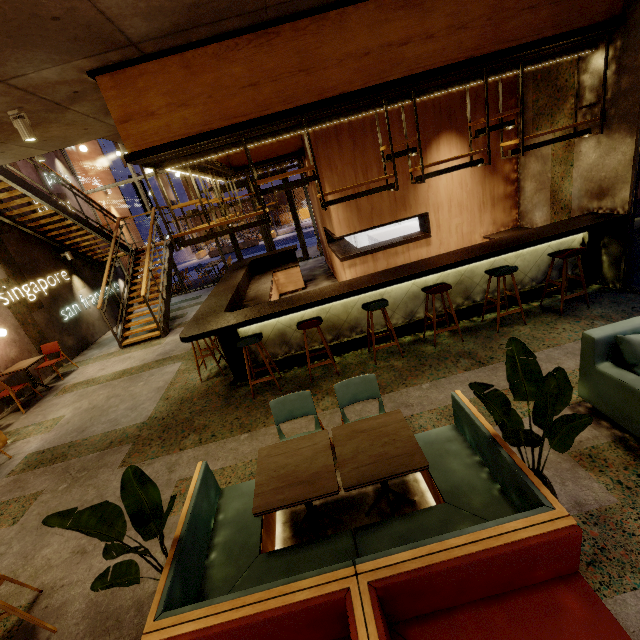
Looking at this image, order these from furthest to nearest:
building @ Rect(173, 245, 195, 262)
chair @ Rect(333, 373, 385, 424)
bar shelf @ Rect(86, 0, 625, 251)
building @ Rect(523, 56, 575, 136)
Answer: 1. building @ Rect(173, 245, 195, 262)
2. building @ Rect(523, 56, 575, 136)
3. bar shelf @ Rect(86, 0, 625, 251)
4. chair @ Rect(333, 373, 385, 424)

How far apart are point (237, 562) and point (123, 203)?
16.4m

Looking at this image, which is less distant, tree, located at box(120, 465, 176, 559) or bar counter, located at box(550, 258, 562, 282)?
tree, located at box(120, 465, 176, 559)

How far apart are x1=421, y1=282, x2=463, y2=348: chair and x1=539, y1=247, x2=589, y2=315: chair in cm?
157

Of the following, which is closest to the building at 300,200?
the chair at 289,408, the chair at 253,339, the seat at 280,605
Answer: the chair at 253,339

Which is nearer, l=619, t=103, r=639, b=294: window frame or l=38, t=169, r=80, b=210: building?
l=619, t=103, r=639, b=294: window frame

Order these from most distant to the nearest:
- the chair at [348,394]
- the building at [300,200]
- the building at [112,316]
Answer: the building at [300,200], the building at [112,316], the chair at [348,394]

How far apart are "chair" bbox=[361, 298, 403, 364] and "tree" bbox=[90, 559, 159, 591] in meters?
3.3 m
